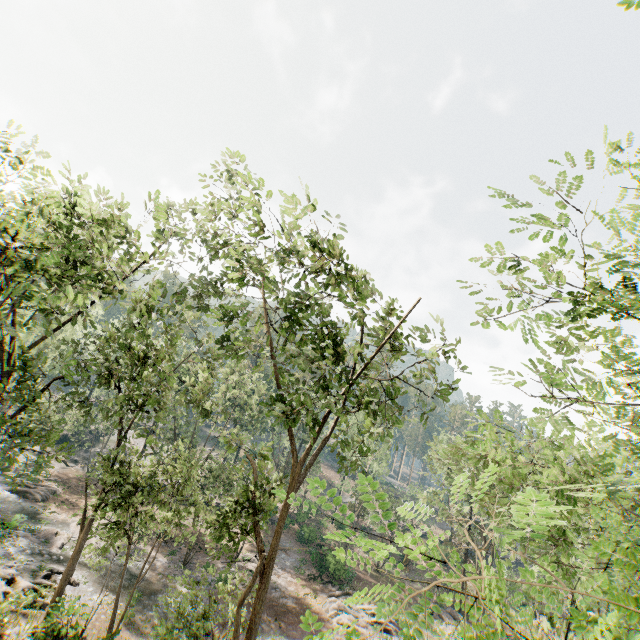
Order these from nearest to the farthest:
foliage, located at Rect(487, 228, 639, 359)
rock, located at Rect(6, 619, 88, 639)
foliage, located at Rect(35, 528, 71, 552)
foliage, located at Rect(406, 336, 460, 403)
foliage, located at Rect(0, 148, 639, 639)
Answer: foliage, located at Rect(0, 148, 639, 639), foliage, located at Rect(487, 228, 639, 359), foliage, located at Rect(406, 336, 460, 403), rock, located at Rect(6, 619, 88, 639), foliage, located at Rect(35, 528, 71, 552)

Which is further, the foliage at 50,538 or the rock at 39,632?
the foliage at 50,538

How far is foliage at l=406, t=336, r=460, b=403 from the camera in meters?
11.8

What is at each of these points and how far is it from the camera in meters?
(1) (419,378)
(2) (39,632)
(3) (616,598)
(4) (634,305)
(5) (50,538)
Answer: (1) foliage, 13.1 m
(2) rock, 13.8 m
(3) foliage, 2.4 m
(4) foliage, 5.7 m
(5) foliage, 26.1 m

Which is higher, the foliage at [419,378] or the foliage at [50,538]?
the foliage at [419,378]

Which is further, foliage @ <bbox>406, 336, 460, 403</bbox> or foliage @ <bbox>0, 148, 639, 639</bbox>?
foliage @ <bbox>406, 336, 460, 403</bbox>
